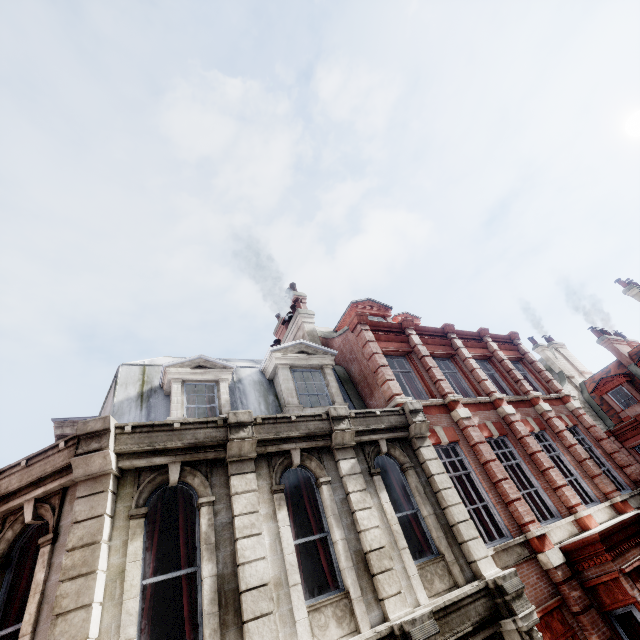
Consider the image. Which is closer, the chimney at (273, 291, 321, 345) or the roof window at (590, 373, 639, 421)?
the chimney at (273, 291, 321, 345)

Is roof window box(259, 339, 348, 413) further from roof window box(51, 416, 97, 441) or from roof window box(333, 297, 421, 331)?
roof window box(51, 416, 97, 441)

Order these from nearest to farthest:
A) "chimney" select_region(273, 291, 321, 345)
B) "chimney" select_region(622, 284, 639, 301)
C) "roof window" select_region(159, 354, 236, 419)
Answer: "roof window" select_region(159, 354, 236, 419) < "chimney" select_region(273, 291, 321, 345) < "chimney" select_region(622, 284, 639, 301)

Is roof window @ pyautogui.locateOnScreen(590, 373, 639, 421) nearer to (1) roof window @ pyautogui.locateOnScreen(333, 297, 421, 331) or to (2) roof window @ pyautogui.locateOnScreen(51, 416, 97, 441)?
(1) roof window @ pyautogui.locateOnScreen(333, 297, 421, 331)

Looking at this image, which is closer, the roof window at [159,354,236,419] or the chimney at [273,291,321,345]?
the roof window at [159,354,236,419]

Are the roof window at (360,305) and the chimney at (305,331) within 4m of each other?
yes

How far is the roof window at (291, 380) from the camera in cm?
960

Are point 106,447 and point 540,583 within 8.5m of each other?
no
